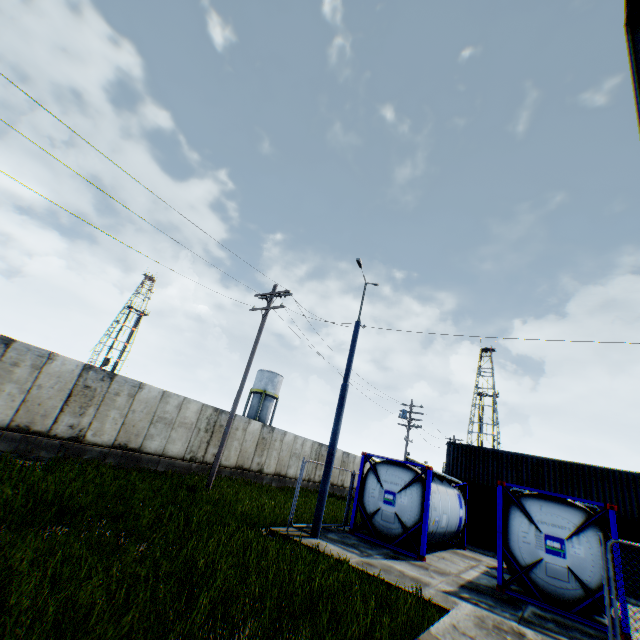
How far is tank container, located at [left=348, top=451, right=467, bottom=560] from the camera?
11.7m

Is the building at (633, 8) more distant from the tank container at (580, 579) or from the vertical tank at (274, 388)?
the vertical tank at (274, 388)

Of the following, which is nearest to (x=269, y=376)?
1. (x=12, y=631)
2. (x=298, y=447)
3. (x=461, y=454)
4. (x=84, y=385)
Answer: (x=298, y=447)

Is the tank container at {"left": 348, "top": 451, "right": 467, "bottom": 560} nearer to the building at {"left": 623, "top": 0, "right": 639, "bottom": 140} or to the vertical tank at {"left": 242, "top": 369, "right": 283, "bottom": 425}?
the building at {"left": 623, "top": 0, "right": 639, "bottom": 140}

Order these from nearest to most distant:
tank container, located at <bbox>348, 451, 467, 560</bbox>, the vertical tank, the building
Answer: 1. the building
2. tank container, located at <bbox>348, 451, 467, 560</bbox>
3. the vertical tank

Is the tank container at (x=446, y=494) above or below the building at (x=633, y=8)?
below
